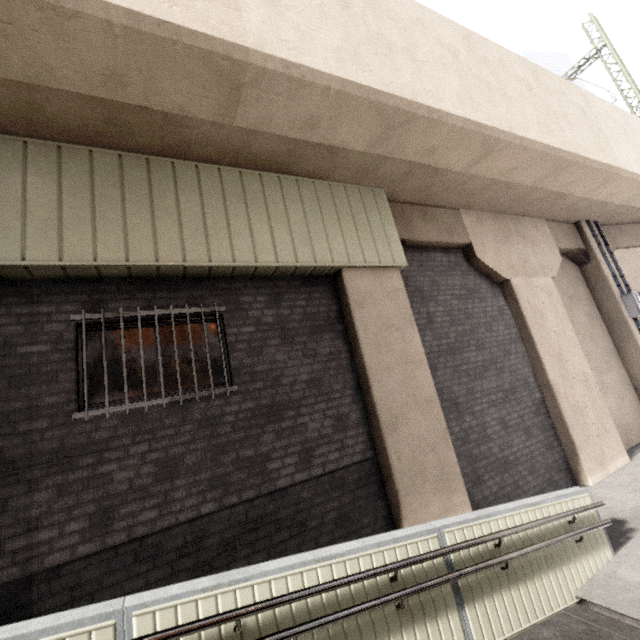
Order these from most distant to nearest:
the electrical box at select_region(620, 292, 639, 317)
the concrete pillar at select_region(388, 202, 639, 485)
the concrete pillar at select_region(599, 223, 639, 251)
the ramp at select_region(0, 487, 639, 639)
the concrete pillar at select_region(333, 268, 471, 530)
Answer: the concrete pillar at select_region(599, 223, 639, 251) → the electrical box at select_region(620, 292, 639, 317) → the concrete pillar at select_region(388, 202, 639, 485) → the concrete pillar at select_region(333, 268, 471, 530) → the ramp at select_region(0, 487, 639, 639)

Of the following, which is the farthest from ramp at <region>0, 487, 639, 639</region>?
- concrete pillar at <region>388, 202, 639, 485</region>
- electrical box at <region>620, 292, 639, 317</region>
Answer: electrical box at <region>620, 292, 639, 317</region>

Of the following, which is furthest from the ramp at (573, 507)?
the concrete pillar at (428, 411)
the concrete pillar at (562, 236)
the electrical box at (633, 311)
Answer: the electrical box at (633, 311)

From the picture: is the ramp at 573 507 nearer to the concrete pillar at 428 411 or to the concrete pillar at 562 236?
the concrete pillar at 428 411

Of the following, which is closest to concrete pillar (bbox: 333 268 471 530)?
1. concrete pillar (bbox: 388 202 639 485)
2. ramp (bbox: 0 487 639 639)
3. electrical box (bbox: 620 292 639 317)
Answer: concrete pillar (bbox: 388 202 639 485)

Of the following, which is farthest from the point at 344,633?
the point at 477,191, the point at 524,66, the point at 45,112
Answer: the point at 524,66

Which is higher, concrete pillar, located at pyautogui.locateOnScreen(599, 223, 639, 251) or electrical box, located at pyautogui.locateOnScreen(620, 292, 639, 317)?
concrete pillar, located at pyautogui.locateOnScreen(599, 223, 639, 251)

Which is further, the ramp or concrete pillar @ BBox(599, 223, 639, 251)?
concrete pillar @ BBox(599, 223, 639, 251)
